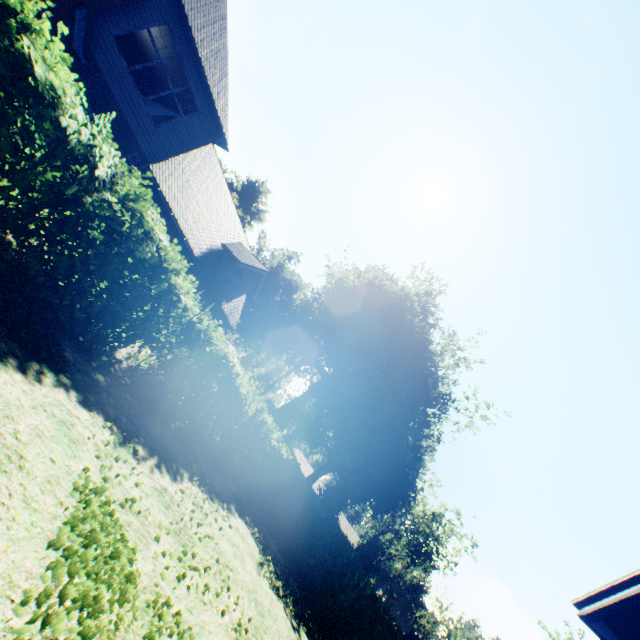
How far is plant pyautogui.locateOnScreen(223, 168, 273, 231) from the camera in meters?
45.0 m

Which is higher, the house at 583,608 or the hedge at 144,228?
the house at 583,608

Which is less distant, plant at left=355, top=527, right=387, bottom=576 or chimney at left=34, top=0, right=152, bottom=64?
chimney at left=34, top=0, right=152, bottom=64

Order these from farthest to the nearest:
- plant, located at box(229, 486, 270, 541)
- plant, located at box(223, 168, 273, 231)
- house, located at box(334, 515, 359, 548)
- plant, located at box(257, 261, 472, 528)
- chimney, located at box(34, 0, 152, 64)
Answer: house, located at box(334, 515, 359, 548) → plant, located at box(223, 168, 273, 231) → plant, located at box(257, 261, 472, 528) → plant, located at box(229, 486, 270, 541) → chimney, located at box(34, 0, 152, 64)

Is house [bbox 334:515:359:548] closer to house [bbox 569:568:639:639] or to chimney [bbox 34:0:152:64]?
house [bbox 569:568:639:639]

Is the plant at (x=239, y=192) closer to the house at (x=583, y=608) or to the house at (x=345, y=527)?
the house at (x=345, y=527)

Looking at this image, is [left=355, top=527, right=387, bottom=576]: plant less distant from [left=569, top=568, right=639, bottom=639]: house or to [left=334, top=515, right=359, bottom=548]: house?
[left=334, top=515, right=359, bottom=548]: house

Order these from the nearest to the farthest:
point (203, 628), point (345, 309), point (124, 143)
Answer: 1. point (203, 628)
2. point (124, 143)
3. point (345, 309)
